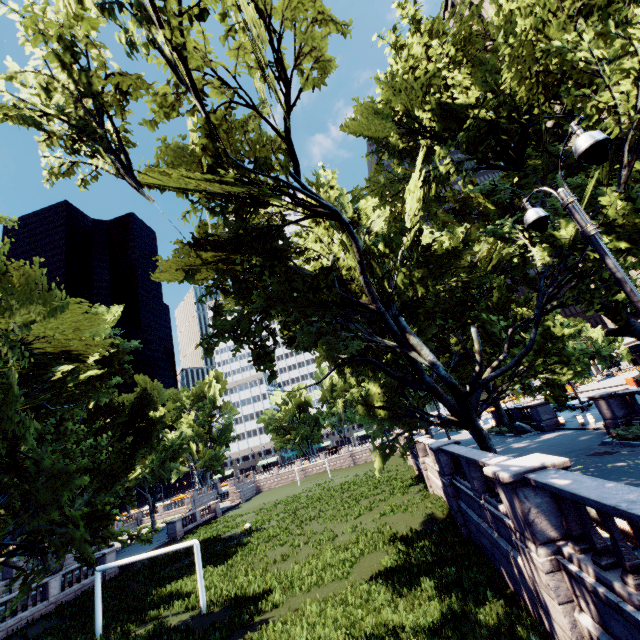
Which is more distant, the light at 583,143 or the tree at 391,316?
the tree at 391,316

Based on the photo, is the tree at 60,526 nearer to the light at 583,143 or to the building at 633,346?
the light at 583,143

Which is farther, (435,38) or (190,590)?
(190,590)

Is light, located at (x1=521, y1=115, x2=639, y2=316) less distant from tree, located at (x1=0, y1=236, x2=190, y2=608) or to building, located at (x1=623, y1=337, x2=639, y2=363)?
tree, located at (x1=0, y1=236, x2=190, y2=608)

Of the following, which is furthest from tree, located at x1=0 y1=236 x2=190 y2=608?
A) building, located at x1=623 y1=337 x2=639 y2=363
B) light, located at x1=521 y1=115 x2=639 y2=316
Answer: building, located at x1=623 y1=337 x2=639 y2=363

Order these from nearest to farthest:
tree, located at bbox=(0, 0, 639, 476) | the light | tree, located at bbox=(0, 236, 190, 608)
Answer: the light → tree, located at bbox=(0, 236, 190, 608) → tree, located at bbox=(0, 0, 639, 476)

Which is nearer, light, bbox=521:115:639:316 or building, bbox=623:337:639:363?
light, bbox=521:115:639:316
